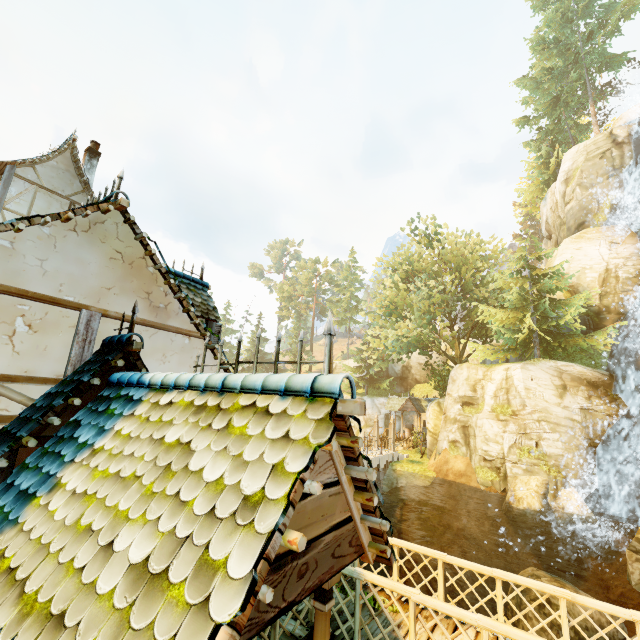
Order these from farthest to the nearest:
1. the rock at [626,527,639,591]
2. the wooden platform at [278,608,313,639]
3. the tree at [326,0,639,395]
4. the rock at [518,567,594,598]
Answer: the tree at [326,0,639,395] → the rock at [518,567,594,598] → the rock at [626,527,639,591] → the wooden platform at [278,608,313,639]

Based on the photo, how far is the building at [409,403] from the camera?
33.3 meters

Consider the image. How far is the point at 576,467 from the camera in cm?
1620

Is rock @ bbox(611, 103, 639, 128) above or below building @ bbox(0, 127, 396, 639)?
above

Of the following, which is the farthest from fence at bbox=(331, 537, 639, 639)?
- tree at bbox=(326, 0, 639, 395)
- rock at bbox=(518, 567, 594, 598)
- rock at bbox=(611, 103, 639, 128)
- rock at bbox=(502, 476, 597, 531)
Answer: rock at bbox=(611, 103, 639, 128)

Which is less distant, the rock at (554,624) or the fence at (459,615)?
the fence at (459,615)

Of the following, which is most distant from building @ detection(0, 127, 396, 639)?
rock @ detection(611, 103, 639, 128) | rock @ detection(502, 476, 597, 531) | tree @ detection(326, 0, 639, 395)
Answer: rock @ detection(611, 103, 639, 128)

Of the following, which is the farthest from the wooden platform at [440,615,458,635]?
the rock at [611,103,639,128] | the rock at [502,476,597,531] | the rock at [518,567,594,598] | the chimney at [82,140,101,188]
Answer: the rock at [611,103,639,128]
